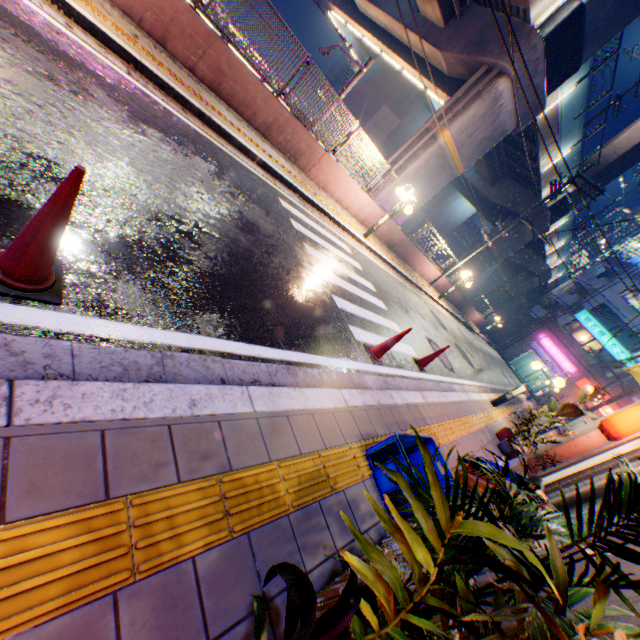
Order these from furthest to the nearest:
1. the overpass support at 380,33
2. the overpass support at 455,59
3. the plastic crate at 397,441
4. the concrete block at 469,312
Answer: the concrete block at 469,312 < the overpass support at 380,33 < the overpass support at 455,59 < the plastic crate at 397,441

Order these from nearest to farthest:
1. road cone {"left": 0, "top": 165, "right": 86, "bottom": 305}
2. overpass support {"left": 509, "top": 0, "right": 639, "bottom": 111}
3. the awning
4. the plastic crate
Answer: road cone {"left": 0, "top": 165, "right": 86, "bottom": 305} < the plastic crate < the awning < overpass support {"left": 509, "top": 0, "right": 639, "bottom": 111}

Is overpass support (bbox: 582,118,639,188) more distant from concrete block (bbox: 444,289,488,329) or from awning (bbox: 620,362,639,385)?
awning (bbox: 620,362,639,385)

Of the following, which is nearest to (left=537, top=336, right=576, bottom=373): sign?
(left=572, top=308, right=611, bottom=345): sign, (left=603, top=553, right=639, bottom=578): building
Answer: (left=572, top=308, right=611, bottom=345): sign

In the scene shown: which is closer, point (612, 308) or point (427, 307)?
point (427, 307)

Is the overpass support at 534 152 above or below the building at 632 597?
above

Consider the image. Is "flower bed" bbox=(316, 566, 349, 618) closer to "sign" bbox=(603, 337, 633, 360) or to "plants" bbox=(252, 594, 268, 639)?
"plants" bbox=(252, 594, 268, 639)

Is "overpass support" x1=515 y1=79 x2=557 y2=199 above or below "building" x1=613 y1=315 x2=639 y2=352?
below
